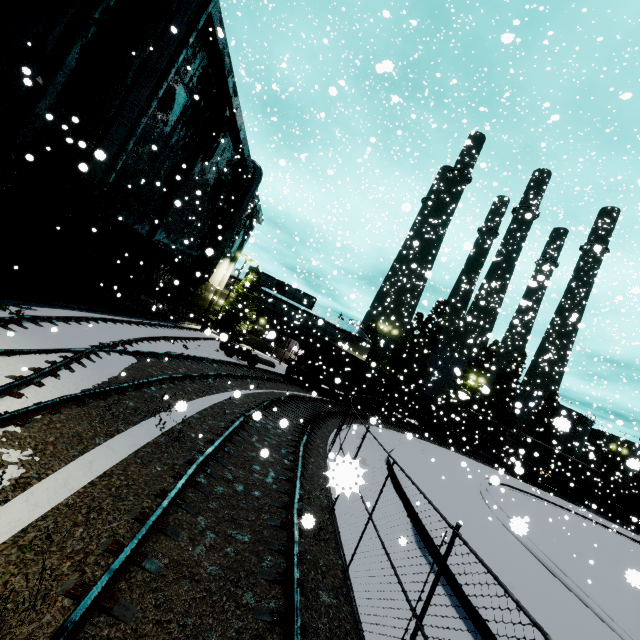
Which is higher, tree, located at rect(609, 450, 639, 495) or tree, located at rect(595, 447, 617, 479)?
tree, located at rect(595, 447, 617, 479)

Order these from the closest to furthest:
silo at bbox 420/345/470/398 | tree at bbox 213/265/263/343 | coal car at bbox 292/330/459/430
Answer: coal car at bbox 292/330/459/430, tree at bbox 213/265/263/343, silo at bbox 420/345/470/398

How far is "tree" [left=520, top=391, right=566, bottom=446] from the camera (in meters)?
11.55

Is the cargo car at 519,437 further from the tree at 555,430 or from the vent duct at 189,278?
the vent duct at 189,278

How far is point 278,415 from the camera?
13.7 meters

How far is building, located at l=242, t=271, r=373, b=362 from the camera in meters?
43.1

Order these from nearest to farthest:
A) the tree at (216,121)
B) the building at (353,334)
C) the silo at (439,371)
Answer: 1. the tree at (216,121)
2. the building at (353,334)
3. the silo at (439,371)

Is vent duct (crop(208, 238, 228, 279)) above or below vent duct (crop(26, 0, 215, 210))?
above
